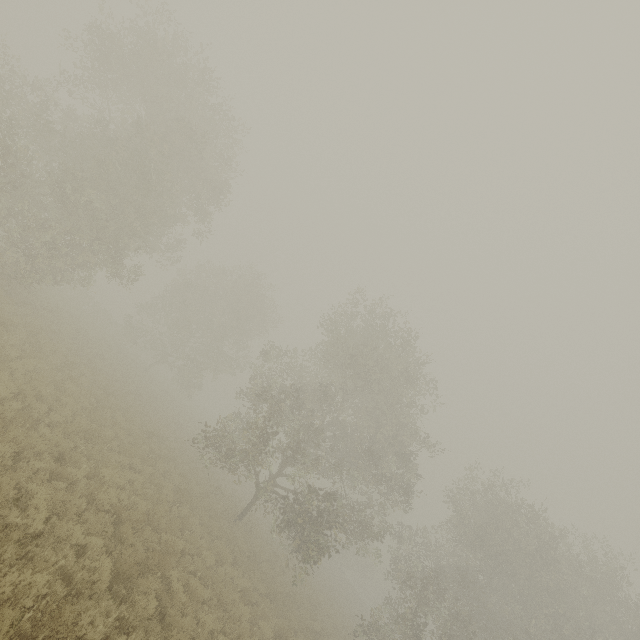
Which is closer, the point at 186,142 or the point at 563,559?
the point at 186,142
